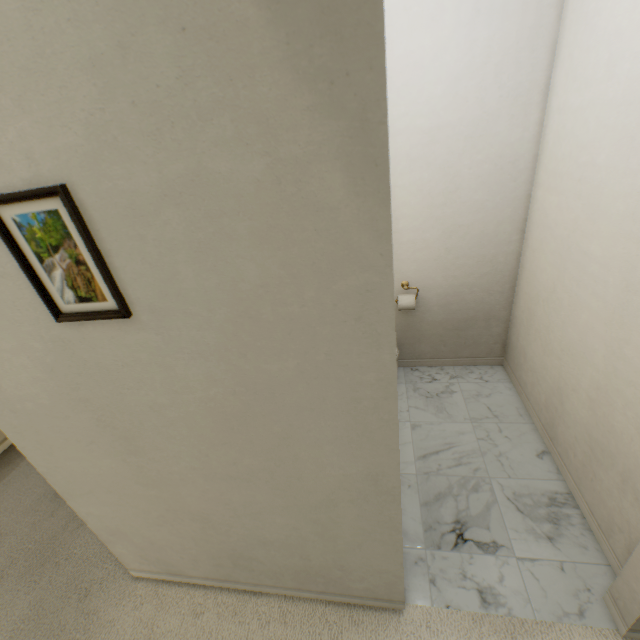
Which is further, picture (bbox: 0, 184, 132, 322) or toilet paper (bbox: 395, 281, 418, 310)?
toilet paper (bbox: 395, 281, 418, 310)

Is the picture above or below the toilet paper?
above

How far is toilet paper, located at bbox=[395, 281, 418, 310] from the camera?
2.3 meters

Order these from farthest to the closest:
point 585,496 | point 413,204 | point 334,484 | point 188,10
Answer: point 413,204 < point 585,496 < point 334,484 < point 188,10

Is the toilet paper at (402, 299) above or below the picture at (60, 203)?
below

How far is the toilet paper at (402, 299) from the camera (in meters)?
2.30
